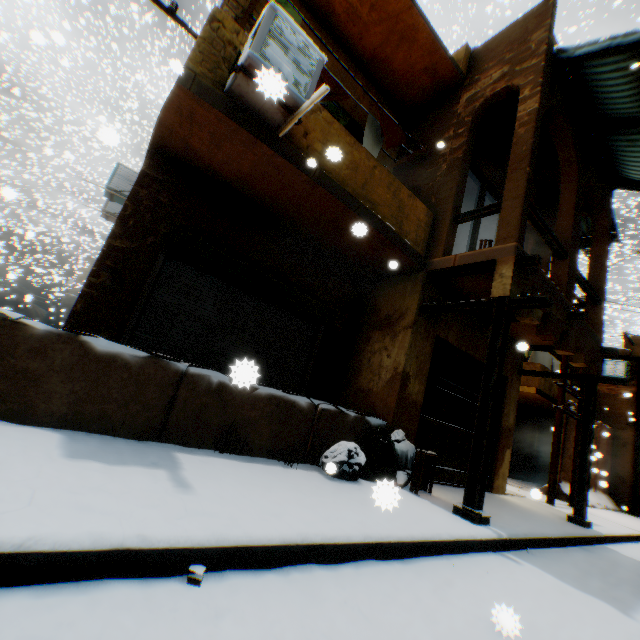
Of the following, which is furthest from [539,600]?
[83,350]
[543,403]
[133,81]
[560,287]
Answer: [133,81]

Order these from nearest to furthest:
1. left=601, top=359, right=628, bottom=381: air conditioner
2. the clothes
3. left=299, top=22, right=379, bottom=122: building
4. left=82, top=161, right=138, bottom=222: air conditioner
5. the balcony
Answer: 1. left=299, top=22, right=379, bottom=122: building
2. left=82, top=161, right=138, bottom=222: air conditioner
3. the balcony
4. the clothes
5. left=601, top=359, right=628, bottom=381: air conditioner

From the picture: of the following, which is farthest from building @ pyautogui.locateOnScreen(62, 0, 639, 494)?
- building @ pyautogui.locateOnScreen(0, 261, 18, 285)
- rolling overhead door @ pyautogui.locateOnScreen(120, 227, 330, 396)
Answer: building @ pyautogui.locateOnScreen(0, 261, 18, 285)

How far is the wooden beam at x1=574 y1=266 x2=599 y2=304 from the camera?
6.9 meters

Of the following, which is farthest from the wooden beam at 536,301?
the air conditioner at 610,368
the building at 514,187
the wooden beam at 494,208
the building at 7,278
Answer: the building at 7,278

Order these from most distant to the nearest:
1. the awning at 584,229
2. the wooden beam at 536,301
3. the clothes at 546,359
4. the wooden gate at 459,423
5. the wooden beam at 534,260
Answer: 1. the clothes at 546,359
2. the awning at 584,229
3. the wooden gate at 459,423
4. the wooden beam at 534,260
5. the wooden beam at 536,301

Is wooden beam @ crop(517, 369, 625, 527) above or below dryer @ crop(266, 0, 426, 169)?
below
